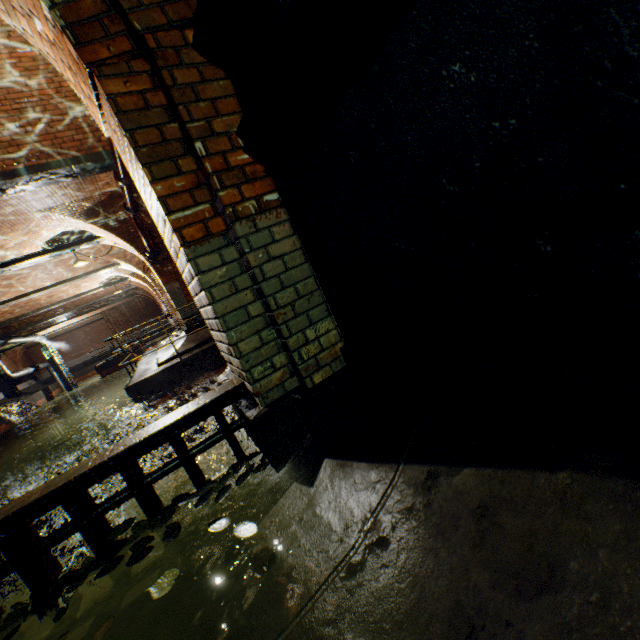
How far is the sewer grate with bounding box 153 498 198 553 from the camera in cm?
200

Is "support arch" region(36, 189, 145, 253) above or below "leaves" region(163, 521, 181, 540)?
above

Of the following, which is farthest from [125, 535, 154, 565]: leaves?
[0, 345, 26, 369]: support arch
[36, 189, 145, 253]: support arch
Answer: [0, 345, 26, 369]: support arch

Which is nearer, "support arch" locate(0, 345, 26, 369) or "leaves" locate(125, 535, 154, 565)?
"leaves" locate(125, 535, 154, 565)

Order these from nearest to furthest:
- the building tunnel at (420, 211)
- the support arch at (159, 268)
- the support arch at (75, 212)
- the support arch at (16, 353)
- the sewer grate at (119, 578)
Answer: the building tunnel at (420, 211) < the sewer grate at (119, 578) < the support arch at (75, 212) < the support arch at (159, 268) < the support arch at (16, 353)

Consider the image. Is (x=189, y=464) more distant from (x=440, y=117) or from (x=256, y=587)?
(x=440, y=117)

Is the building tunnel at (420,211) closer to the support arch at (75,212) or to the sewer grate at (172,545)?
the sewer grate at (172,545)

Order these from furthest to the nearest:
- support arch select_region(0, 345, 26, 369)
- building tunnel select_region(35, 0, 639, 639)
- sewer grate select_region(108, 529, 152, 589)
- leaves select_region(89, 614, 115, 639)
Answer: support arch select_region(0, 345, 26, 369) < sewer grate select_region(108, 529, 152, 589) < leaves select_region(89, 614, 115, 639) < building tunnel select_region(35, 0, 639, 639)
